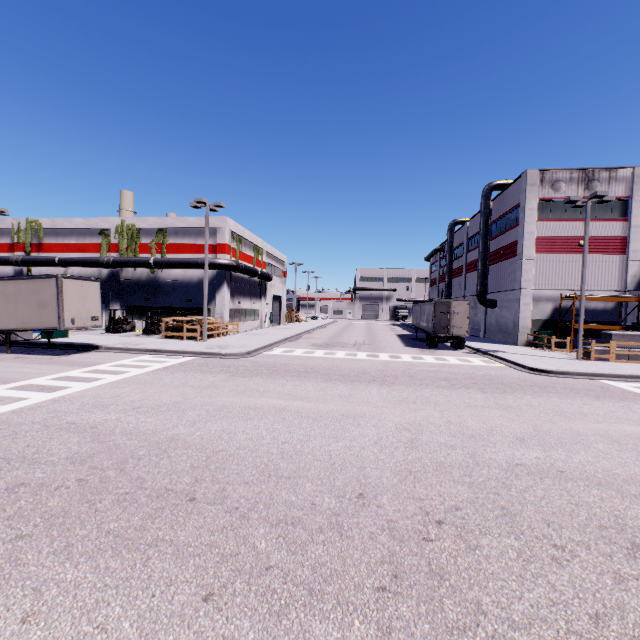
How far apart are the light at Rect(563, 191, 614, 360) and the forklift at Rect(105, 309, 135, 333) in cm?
3479

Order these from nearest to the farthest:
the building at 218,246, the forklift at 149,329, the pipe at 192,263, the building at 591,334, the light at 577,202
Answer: the light at 577,202
the building at 591,334
the forklift at 149,329
the pipe at 192,263
the building at 218,246

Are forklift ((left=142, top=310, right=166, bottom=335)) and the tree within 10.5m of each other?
yes

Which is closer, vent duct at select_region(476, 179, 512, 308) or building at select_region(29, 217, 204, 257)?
building at select_region(29, 217, 204, 257)

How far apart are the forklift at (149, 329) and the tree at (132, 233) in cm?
642

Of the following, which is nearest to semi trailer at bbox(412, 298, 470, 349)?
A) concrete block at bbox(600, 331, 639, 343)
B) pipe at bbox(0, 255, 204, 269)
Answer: pipe at bbox(0, 255, 204, 269)

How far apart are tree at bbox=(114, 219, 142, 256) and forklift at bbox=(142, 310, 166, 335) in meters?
6.4 m

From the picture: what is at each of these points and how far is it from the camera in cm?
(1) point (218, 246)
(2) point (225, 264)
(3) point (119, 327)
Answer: (1) building, 2991
(2) pipe, 2903
(3) forklift, 2859
